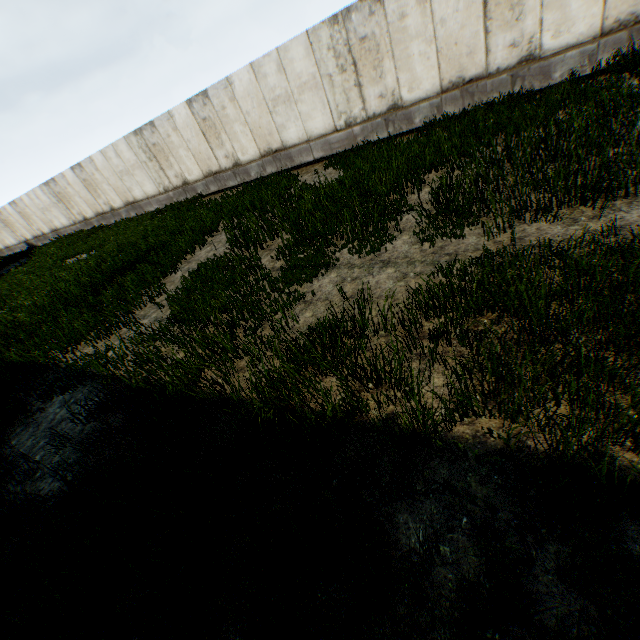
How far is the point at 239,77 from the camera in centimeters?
1184cm
